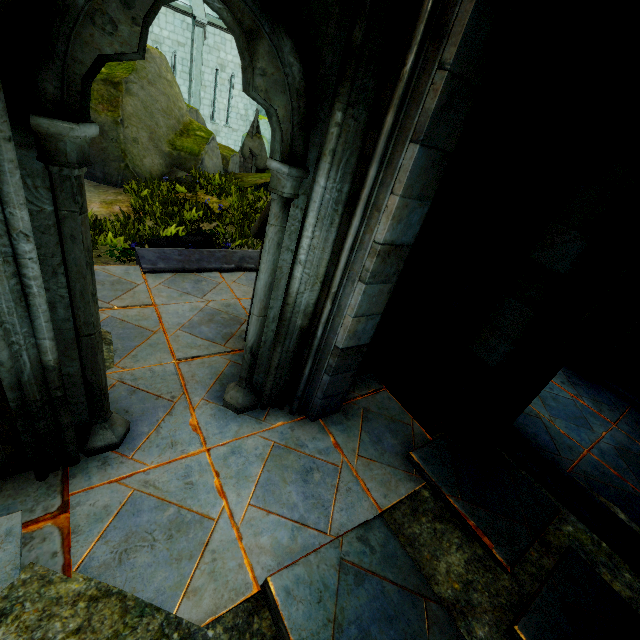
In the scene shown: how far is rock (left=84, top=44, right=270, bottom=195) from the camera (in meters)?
8.33

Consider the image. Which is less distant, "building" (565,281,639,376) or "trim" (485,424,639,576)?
"trim" (485,424,639,576)

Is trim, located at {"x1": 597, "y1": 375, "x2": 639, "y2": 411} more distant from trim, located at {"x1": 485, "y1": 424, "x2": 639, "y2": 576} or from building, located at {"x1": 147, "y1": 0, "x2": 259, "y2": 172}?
trim, located at {"x1": 485, "y1": 424, "x2": 639, "y2": 576}

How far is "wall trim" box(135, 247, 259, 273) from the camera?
4.8m

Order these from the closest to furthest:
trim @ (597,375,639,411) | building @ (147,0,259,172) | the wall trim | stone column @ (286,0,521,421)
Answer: stone column @ (286,0,521,421)
the wall trim
trim @ (597,375,639,411)
building @ (147,0,259,172)

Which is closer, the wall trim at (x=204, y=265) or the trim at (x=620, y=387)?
the wall trim at (x=204, y=265)

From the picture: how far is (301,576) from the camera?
2.0m

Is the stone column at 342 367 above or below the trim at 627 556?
above
